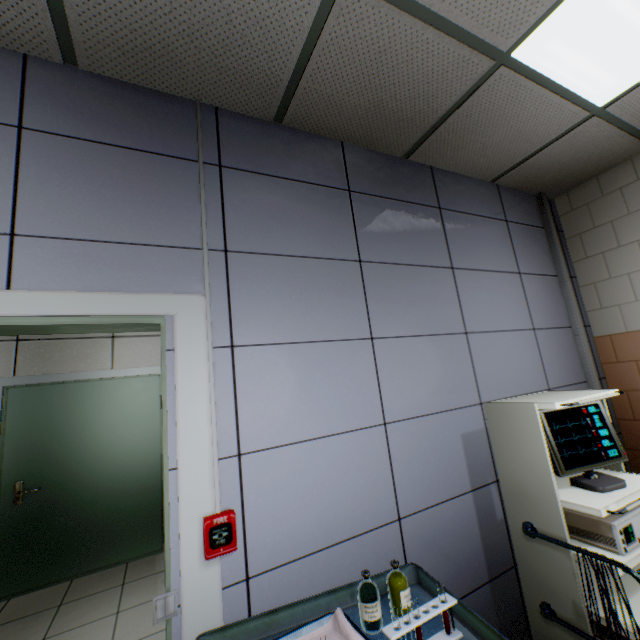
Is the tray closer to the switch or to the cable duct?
the switch

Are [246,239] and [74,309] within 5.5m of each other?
yes

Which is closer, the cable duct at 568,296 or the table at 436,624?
the table at 436,624

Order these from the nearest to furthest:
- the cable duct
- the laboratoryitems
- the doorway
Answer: the laboratoryitems → the cable duct → the doorway

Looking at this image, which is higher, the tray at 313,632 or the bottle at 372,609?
the bottle at 372,609

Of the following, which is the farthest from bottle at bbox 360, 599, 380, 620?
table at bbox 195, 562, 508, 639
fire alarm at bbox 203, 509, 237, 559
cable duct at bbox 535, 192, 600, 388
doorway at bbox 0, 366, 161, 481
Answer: doorway at bbox 0, 366, 161, 481

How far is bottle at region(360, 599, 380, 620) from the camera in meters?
1.1

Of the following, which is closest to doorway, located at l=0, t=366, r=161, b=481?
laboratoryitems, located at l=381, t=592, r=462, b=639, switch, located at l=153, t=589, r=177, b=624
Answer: switch, located at l=153, t=589, r=177, b=624
